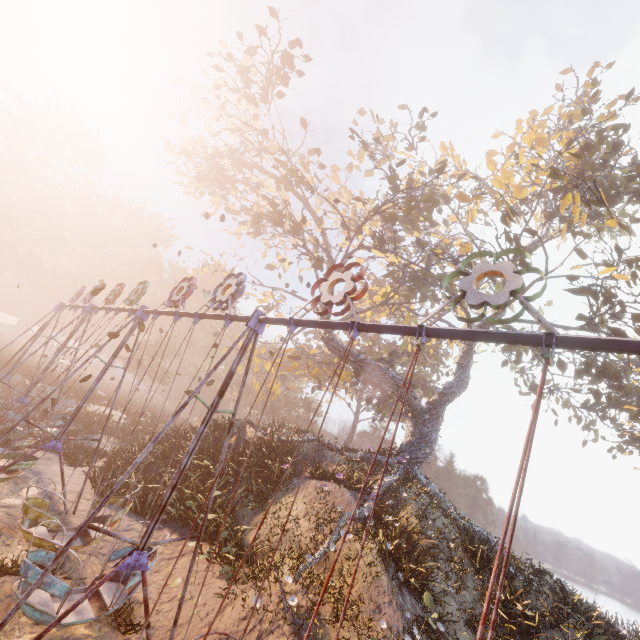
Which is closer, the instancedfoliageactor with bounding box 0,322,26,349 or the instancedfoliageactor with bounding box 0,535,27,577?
the instancedfoliageactor with bounding box 0,535,27,577

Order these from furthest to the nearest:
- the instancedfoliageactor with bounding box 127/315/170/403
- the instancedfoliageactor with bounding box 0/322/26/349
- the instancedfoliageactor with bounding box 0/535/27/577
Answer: the instancedfoliageactor with bounding box 0/322/26/349
the instancedfoliageactor with bounding box 127/315/170/403
the instancedfoliageactor with bounding box 0/535/27/577

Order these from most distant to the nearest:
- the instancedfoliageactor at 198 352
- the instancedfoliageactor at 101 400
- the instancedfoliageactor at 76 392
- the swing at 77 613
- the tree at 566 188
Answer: the instancedfoliageactor at 198 352 → the instancedfoliageactor at 101 400 → the instancedfoliageactor at 76 392 → the tree at 566 188 → the swing at 77 613

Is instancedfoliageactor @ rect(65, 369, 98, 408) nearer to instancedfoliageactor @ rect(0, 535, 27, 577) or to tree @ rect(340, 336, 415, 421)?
tree @ rect(340, 336, 415, 421)

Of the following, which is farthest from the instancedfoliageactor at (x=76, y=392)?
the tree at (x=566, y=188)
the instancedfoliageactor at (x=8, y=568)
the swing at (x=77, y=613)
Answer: the instancedfoliageactor at (x=8, y=568)

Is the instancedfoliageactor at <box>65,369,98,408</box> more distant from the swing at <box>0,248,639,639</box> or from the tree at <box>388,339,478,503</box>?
the tree at <box>388,339,478,503</box>

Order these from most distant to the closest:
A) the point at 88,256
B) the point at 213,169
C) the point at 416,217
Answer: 1. the point at 88,256
2. the point at 213,169
3. the point at 416,217
